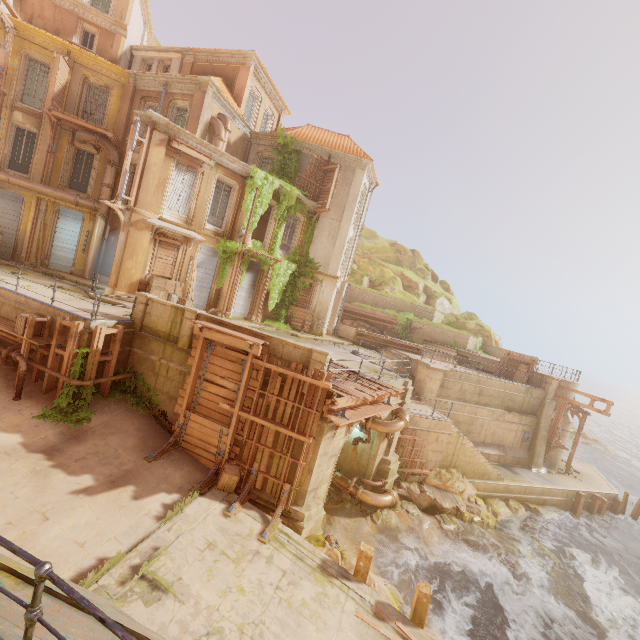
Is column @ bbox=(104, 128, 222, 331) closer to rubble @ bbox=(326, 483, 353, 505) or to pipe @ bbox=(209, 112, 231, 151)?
pipe @ bbox=(209, 112, 231, 151)

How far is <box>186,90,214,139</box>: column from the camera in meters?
18.3 m

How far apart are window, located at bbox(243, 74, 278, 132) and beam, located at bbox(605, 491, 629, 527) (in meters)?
37.79

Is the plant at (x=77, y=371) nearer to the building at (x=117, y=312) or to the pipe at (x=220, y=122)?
the building at (x=117, y=312)

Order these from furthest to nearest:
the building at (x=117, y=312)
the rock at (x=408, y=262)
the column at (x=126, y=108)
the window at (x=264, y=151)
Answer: the rock at (x=408, y=262) → the window at (x=264, y=151) → the column at (x=126, y=108) → the building at (x=117, y=312)

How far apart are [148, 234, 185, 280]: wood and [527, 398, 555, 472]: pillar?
26.8m

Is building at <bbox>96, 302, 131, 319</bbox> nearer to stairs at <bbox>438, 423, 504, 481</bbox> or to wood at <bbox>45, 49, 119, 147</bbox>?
stairs at <bbox>438, 423, 504, 481</bbox>

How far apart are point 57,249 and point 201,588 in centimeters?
2167cm
